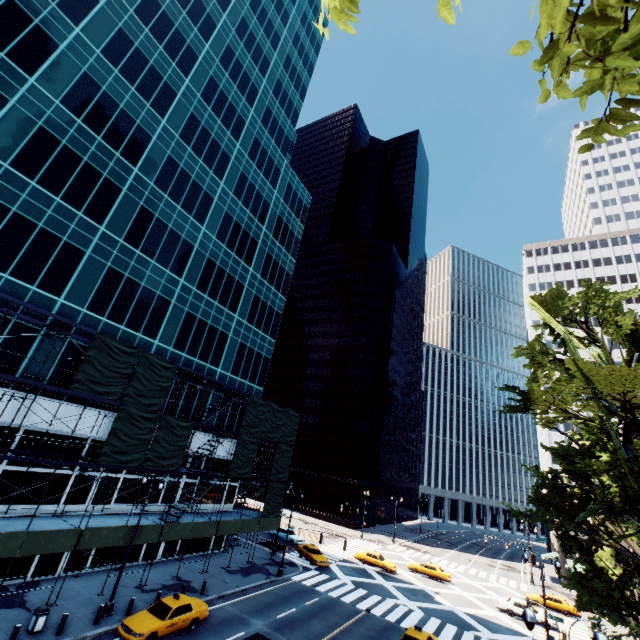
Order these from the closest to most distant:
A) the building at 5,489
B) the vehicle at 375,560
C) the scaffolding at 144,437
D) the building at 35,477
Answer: the scaffolding at 144,437 → the building at 5,489 → the building at 35,477 → the vehicle at 375,560

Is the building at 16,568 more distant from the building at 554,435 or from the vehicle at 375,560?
the building at 554,435

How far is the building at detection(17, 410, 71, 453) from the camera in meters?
21.2

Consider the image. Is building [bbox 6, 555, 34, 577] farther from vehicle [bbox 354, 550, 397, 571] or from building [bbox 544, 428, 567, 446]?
building [bbox 544, 428, 567, 446]

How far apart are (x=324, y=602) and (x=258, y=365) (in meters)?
24.29

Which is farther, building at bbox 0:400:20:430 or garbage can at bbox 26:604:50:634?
building at bbox 0:400:20:430

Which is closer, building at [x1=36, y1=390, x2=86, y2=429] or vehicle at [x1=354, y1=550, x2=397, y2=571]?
building at [x1=36, y1=390, x2=86, y2=429]

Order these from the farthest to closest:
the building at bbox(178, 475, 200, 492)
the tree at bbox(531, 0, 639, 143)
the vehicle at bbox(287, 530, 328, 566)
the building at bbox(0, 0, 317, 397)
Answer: the vehicle at bbox(287, 530, 328, 566), the building at bbox(178, 475, 200, 492), the building at bbox(0, 0, 317, 397), the tree at bbox(531, 0, 639, 143)
